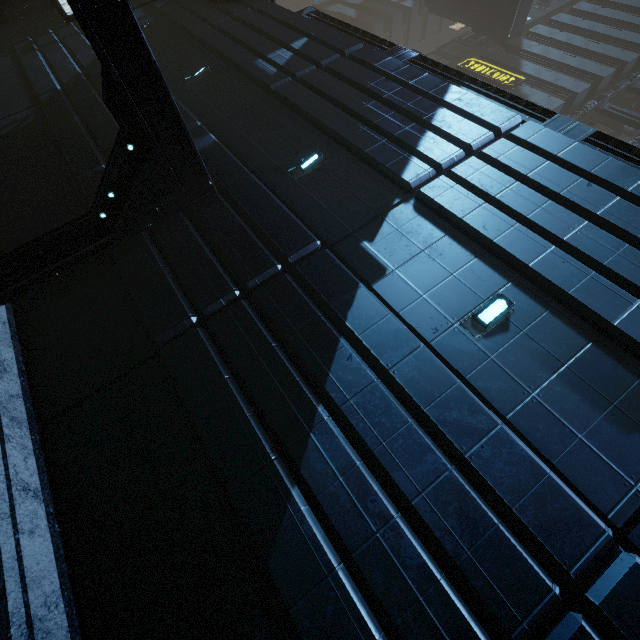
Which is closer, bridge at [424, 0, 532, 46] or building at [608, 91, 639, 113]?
building at [608, 91, 639, 113]

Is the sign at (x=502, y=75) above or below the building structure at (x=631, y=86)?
→ below

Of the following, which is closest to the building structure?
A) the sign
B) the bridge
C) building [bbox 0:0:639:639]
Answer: building [bbox 0:0:639:639]

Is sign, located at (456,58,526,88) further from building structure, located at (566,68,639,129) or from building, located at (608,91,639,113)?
building structure, located at (566,68,639,129)

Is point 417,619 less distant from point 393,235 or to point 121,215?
point 393,235

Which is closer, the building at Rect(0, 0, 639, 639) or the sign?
the building at Rect(0, 0, 639, 639)

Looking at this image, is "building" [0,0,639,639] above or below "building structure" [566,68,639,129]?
below

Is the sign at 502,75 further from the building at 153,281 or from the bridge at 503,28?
the bridge at 503,28
